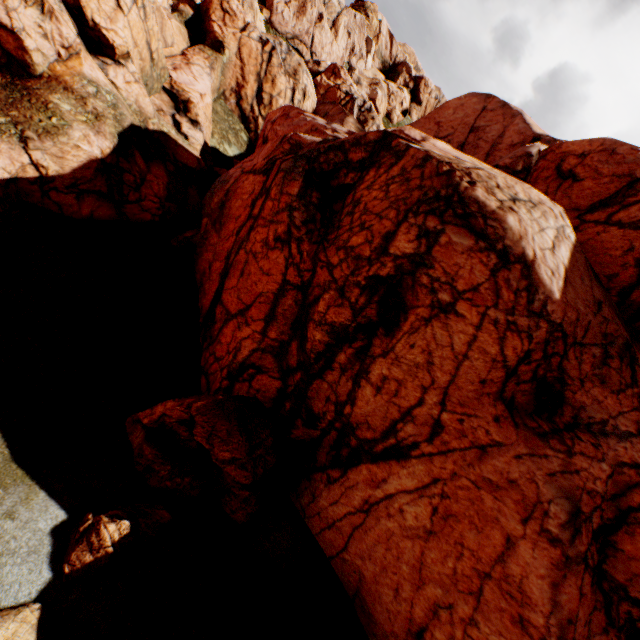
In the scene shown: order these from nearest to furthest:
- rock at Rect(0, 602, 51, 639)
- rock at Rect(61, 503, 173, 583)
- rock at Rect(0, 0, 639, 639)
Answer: rock at Rect(0, 602, 51, 639) → rock at Rect(61, 503, 173, 583) → rock at Rect(0, 0, 639, 639)

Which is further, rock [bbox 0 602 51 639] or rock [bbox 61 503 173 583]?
rock [bbox 61 503 173 583]

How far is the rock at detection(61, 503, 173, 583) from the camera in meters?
7.5 m

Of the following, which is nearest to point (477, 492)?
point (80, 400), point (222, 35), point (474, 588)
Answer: point (474, 588)

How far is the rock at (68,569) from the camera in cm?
746

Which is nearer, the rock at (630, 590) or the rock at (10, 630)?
the rock at (10, 630)
